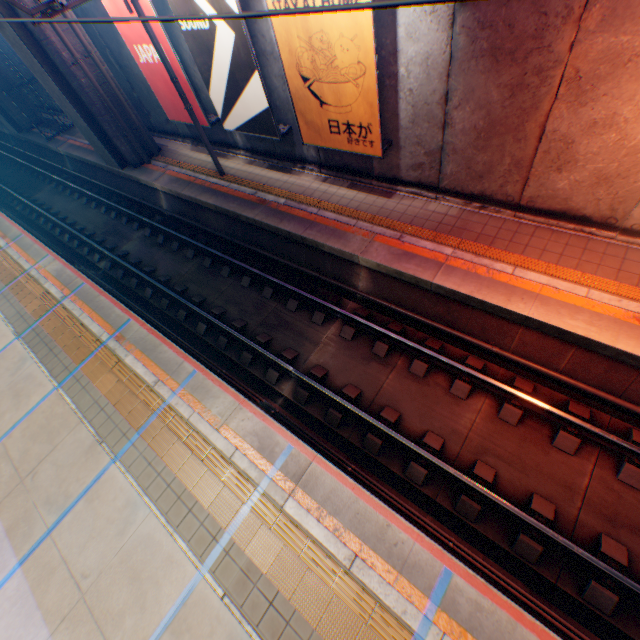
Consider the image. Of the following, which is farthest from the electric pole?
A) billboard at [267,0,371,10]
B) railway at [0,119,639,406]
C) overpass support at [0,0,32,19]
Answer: overpass support at [0,0,32,19]

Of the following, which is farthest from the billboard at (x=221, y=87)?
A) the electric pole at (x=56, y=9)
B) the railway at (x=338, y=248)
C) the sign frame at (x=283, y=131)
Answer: the railway at (x=338, y=248)

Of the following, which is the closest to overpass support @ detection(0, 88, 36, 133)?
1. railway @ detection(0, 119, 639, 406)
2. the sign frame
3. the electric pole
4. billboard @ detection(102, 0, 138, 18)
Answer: railway @ detection(0, 119, 639, 406)

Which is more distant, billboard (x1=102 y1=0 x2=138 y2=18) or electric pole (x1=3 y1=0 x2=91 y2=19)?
billboard (x1=102 y1=0 x2=138 y2=18)

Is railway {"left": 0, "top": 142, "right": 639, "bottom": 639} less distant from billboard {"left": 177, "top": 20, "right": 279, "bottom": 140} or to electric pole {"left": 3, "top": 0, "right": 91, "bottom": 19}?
electric pole {"left": 3, "top": 0, "right": 91, "bottom": 19}

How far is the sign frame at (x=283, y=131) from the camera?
7.83m

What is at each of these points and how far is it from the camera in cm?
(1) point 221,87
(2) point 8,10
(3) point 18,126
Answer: (1) billboard, 968
(2) overpass support, 1019
(3) overpass support, 2091

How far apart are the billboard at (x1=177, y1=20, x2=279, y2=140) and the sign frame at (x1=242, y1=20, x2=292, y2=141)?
0.00m
